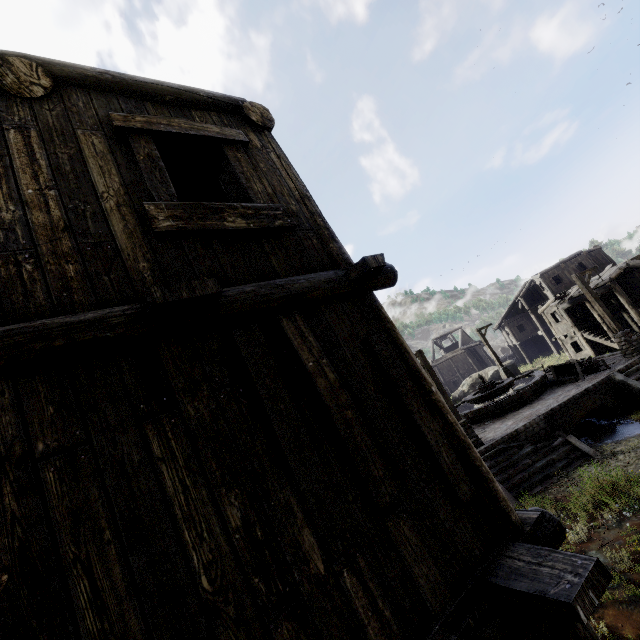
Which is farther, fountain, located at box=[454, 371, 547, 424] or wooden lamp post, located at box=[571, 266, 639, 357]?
fountain, located at box=[454, 371, 547, 424]

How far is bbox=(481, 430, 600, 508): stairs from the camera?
11.5 meters

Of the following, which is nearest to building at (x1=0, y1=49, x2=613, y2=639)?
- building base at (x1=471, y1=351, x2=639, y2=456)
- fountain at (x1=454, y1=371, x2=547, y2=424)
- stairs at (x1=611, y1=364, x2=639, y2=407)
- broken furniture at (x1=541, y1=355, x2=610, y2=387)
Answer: stairs at (x1=611, y1=364, x2=639, y2=407)

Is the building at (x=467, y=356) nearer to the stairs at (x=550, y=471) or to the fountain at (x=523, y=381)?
the stairs at (x=550, y=471)

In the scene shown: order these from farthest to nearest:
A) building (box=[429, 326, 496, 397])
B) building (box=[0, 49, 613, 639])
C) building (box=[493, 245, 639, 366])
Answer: building (box=[429, 326, 496, 397])
building (box=[493, 245, 639, 366])
building (box=[0, 49, 613, 639])

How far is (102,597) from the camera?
1.53m

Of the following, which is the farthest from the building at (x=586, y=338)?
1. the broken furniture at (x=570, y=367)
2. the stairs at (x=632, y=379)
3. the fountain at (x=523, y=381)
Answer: the fountain at (x=523, y=381)

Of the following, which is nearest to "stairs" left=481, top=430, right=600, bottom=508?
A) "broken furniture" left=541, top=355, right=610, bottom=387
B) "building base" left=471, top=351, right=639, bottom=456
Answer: "building base" left=471, top=351, right=639, bottom=456
